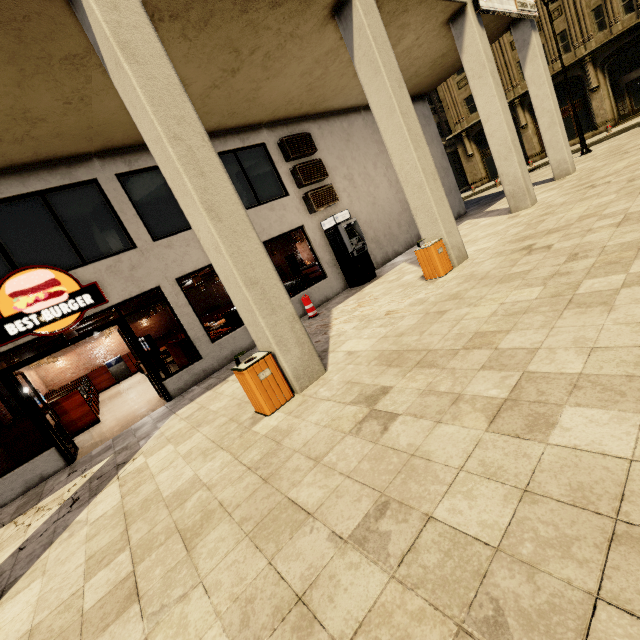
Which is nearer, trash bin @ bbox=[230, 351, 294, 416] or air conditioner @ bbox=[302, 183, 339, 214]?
trash bin @ bbox=[230, 351, 294, 416]

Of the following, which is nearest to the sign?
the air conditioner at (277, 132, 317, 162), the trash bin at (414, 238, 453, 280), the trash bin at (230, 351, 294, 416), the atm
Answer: the air conditioner at (277, 132, 317, 162)

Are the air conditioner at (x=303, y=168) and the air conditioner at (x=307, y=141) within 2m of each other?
yes

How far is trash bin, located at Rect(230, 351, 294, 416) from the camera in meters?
4.5

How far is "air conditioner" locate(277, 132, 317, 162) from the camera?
10.33m

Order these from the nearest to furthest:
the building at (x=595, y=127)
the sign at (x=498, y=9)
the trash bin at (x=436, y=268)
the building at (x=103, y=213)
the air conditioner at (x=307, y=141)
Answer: the building at (x=103, y=213)
the trash bin at (x=436, y=268)
the sign at (x=498, y=9)
the air conditioner at (x=307, y=141)
the building at (x=595, y=127)

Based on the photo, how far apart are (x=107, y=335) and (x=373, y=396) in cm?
1773

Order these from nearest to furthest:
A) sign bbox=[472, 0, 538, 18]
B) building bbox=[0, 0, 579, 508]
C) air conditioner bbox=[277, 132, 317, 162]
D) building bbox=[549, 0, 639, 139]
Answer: building bbox=[0, 0, 579, 508] → sign bbox=[472, 0, 538, 18] → air conditioner bbox=[277, 132, 317, 162] → building bbox=[549, 0, 639, 139]
